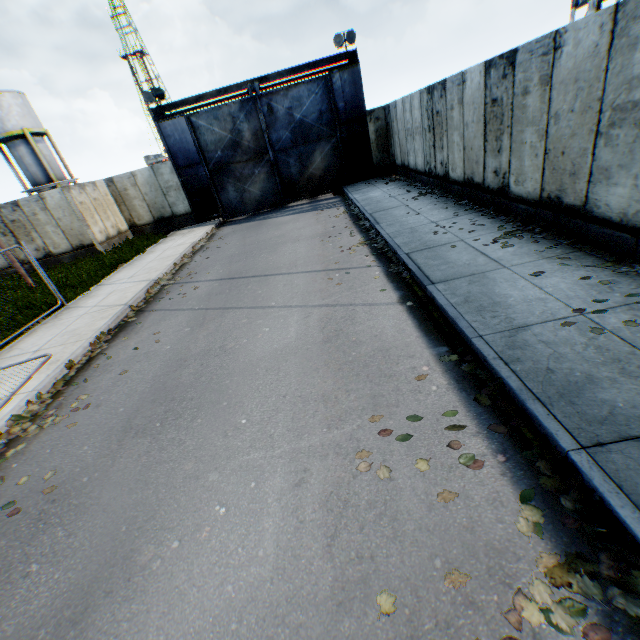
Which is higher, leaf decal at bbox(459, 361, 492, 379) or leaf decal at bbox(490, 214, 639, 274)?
leaf decal at bbox(490, 214, 639, 274)

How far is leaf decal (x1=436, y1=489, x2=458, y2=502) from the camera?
2.9m

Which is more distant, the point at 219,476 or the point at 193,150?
the point at 193,150

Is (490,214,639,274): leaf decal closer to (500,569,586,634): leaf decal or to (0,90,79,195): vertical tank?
(500,569,586,634): leaf decal

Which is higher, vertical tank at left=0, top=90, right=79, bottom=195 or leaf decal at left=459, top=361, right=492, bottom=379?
vertical tank at left=0, top=90, right=79, bottom=195

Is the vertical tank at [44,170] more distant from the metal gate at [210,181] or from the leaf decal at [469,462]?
the leaf decal at [469,462]

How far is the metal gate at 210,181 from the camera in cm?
1670
